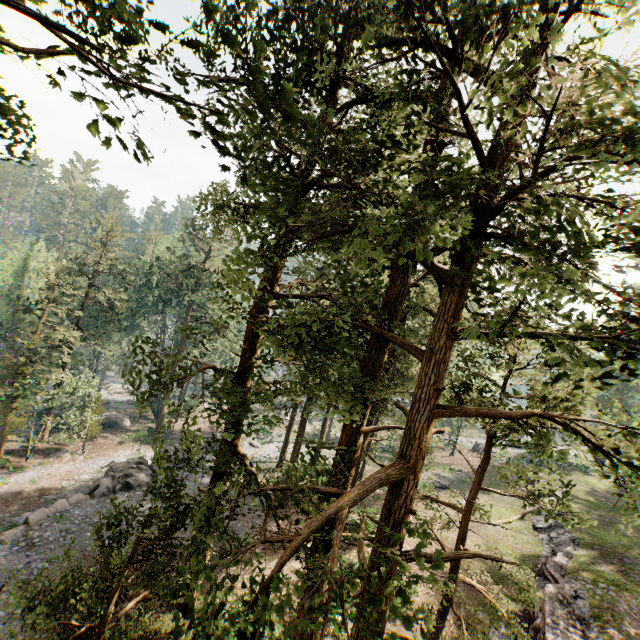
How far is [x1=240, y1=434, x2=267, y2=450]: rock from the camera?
35.7m

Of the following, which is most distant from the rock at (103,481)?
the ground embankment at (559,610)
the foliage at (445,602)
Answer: the ground embankment at (559,610)

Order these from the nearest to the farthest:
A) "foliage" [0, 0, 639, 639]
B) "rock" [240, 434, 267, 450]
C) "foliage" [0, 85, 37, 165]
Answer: "foliage" [0, 0, 639, 639]
"foliage" [0, 85, 37, 165]
"rock" [240, 434, 267, 450]

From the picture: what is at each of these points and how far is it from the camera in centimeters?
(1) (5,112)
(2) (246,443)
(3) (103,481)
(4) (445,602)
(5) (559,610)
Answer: (1) foliage, 659cm
(2) rock, 3628cm
(3) rock, 2438cm
(4) foliage, 797cm
(5) ground embankment, 1597cm

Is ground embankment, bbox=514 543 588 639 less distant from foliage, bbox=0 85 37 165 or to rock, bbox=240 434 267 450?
foliage, bbox=0 85 37 165

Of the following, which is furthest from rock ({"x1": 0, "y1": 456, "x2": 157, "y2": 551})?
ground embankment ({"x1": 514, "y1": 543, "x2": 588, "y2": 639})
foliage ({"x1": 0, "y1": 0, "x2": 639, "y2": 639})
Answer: ground embankment ({"x1": 514, "y1": 543, "x2": 588, "y2": 639})

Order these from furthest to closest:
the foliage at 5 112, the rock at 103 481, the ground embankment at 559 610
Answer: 1. the rock at 103 481
2. the ground embankment at 559 610
3. the foliage at 5 112
